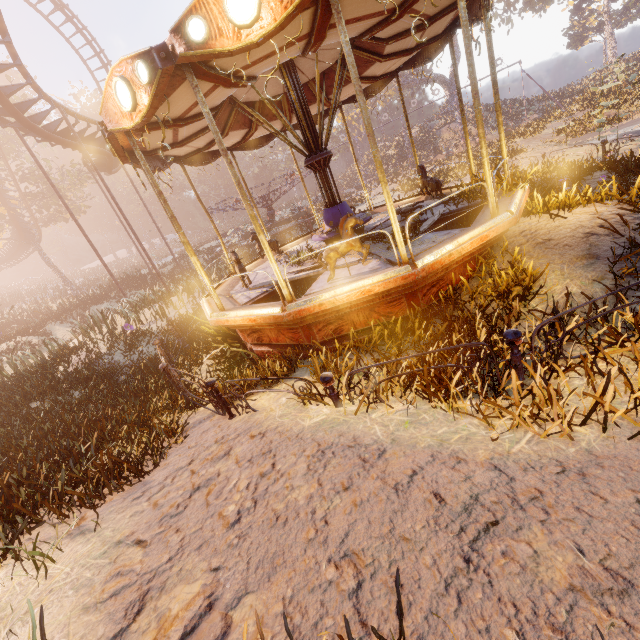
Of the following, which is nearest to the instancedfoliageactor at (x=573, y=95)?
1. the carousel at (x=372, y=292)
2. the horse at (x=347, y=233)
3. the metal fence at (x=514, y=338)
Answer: the carousel at (x=372, y=292)

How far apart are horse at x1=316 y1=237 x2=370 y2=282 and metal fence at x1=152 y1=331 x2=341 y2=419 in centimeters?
264cm

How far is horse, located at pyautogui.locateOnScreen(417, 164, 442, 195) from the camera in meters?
8.6

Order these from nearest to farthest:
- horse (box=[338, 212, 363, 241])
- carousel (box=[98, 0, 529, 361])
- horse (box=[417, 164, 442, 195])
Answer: carousel (box=[98, 0, 529, 361]), horse (box=[338, 212, 363, 241]), horse (box=[417, 164, 442, 195])

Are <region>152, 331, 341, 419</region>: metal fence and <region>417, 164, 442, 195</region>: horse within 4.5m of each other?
no

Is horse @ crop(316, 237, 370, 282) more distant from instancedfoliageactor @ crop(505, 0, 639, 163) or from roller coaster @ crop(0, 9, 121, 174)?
instancedfoliageactor @ crop(505, 0, 639, 163)

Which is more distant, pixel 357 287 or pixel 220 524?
pixel 357 287

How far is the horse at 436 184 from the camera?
8.59m
